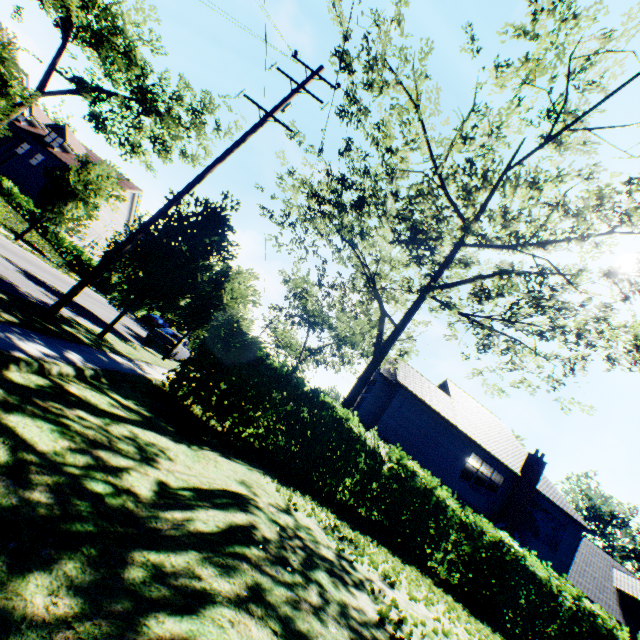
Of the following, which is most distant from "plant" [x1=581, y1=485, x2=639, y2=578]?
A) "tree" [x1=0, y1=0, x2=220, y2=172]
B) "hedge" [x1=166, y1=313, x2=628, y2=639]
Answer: "hedge" [x1=166, y1=313, x2=628, y2=639]

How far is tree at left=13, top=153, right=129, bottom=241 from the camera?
18.1 meters

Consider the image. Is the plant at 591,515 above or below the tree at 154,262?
above

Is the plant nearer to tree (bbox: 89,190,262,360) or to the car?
tree (bbox: 89,190,262,360)

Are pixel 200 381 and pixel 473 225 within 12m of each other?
yes

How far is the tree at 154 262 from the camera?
10.7m

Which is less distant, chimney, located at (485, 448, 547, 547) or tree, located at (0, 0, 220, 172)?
tree, located at (0, 0, 220, 172)

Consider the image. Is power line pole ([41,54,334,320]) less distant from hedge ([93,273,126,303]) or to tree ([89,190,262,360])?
tree ([89,190,262,360])
